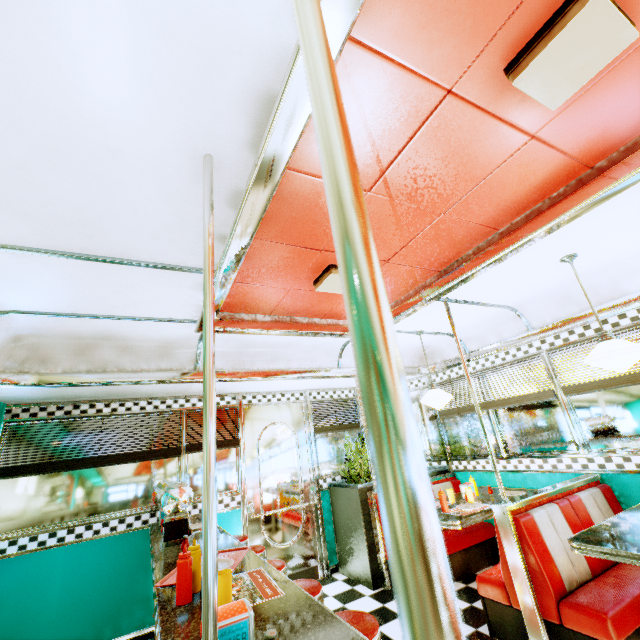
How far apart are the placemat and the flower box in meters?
2.9 m

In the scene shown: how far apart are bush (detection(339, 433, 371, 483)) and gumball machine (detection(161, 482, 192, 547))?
2.6 meters

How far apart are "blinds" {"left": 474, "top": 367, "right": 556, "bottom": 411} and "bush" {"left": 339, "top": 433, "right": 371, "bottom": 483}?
1.57m

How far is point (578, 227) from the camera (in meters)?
2.54

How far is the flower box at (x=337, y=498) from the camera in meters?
4.2 m

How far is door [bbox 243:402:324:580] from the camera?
4.52m

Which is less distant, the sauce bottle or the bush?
the sauce bottle

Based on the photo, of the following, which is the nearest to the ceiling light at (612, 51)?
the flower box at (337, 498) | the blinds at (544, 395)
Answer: the blinds at (544, 395)
